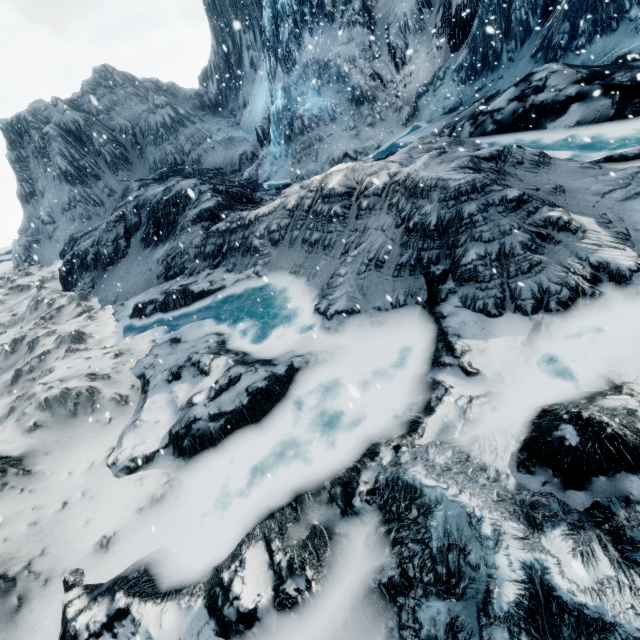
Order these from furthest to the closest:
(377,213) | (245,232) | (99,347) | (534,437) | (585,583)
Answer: (245,232) < (99,347) < (377,213) < (534,437) < (585,583)
